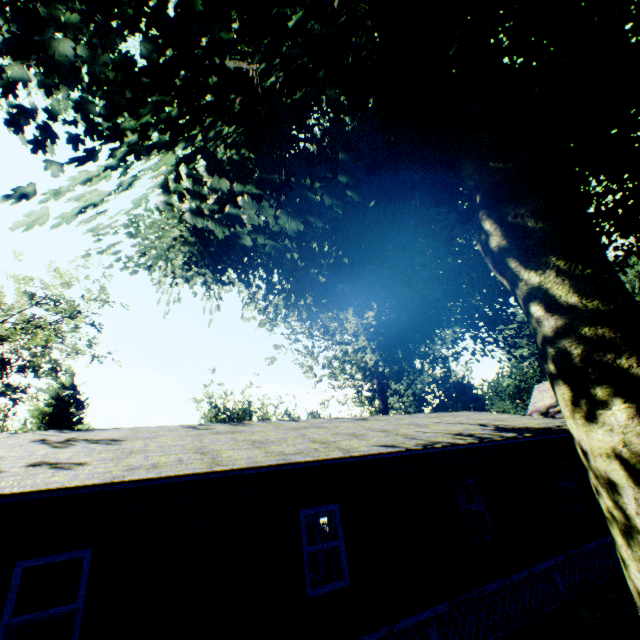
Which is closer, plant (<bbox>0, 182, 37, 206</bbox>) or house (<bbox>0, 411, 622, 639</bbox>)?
plant (<bbox>0, 182, 37, 206</bbox>)

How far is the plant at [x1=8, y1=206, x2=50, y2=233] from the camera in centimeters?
484cm

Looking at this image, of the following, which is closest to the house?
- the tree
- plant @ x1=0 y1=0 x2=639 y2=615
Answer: plant @ x1=0 y1=0 x2=639 y2=615

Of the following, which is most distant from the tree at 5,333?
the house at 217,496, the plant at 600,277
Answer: the house at 217,496

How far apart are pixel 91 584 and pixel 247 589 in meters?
2.7 m

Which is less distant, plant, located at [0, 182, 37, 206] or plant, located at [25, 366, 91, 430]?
plant, located at [0, 182, 37, 206]

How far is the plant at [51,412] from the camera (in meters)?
25.12

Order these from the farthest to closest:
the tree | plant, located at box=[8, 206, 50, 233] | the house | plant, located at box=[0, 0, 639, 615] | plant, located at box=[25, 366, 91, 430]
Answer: plant, located at box=[25, 366, 91, 430] → the tree → the house → plant, located at box=[8, 206, 50, 233] → plant, located at box=[0, 0, 639, 615]
